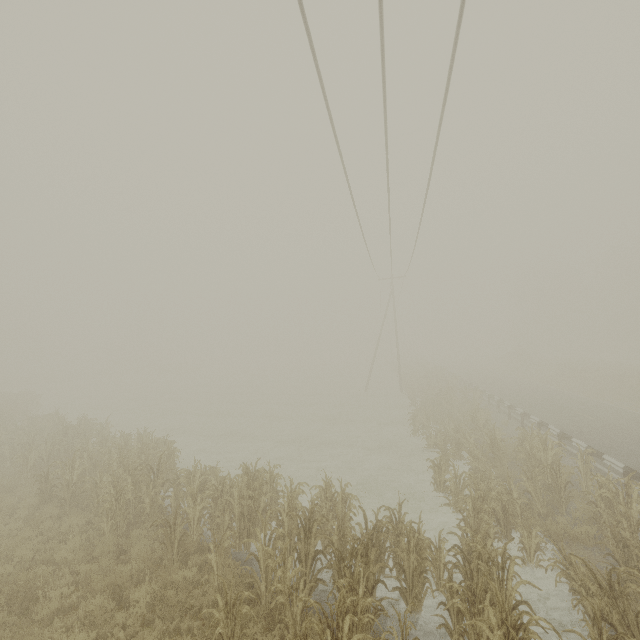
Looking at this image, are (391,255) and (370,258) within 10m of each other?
yes
